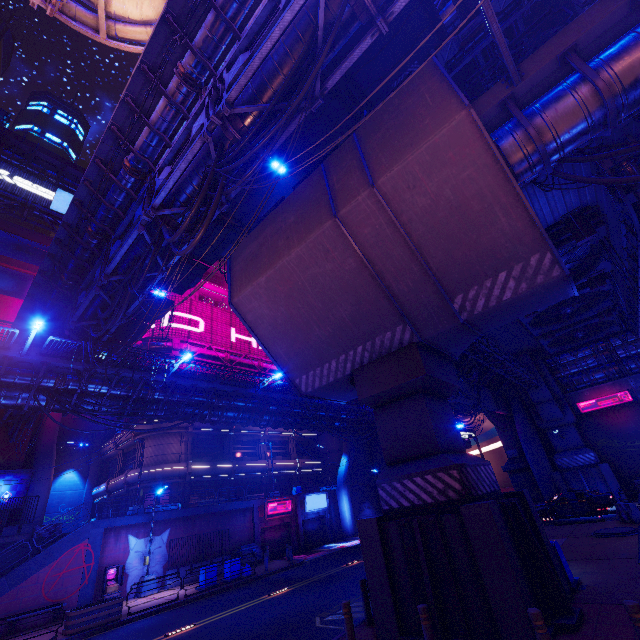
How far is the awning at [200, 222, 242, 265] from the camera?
20.3m

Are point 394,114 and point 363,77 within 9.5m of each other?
yes

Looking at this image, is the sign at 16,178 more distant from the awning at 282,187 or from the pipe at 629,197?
the pipe at 629,197

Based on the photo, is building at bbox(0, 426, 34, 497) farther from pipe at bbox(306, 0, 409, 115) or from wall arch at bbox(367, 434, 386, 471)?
wall arch at bbox(367, 434, 386, 471)

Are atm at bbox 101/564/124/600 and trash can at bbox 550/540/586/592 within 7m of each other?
no

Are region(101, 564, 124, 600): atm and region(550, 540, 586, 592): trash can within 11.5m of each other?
no

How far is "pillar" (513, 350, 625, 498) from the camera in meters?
25.4 m

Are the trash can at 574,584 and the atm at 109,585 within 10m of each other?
no
